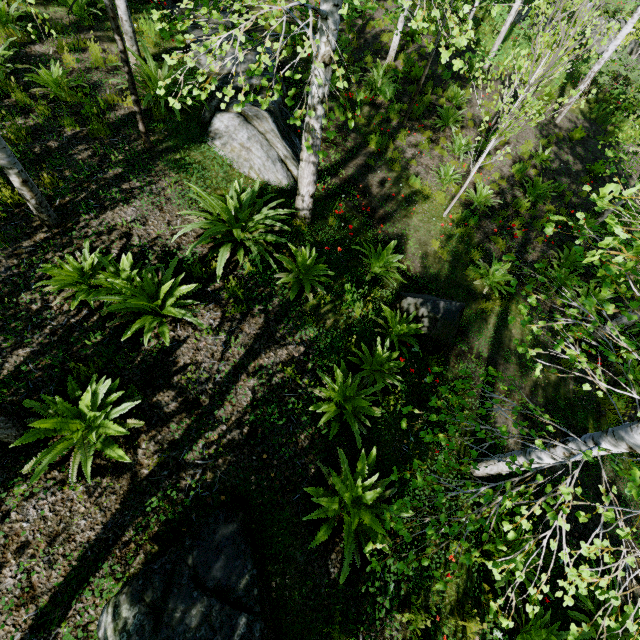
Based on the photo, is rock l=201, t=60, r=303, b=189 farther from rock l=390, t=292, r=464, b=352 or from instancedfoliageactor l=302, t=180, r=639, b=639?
rock l=390, t=292, r=464, b=352

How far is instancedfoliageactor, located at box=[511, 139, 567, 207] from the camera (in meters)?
9.09

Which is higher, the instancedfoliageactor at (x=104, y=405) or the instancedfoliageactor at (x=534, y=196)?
the instancedfoliageactor at (x=104, y=405)

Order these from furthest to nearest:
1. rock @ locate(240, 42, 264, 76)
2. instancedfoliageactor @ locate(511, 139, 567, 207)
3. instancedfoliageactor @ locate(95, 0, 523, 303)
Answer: instancedfoliageactor @ locate(511, 139, 567, 207)
rock @ locate(240, 42, 264, 76)
instancedfoliageactor @ locate(95, 0, 523, 303)

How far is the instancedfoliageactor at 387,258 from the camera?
6.0m

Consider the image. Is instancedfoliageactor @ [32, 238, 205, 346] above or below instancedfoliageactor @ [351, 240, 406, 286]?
above

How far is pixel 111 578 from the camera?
2.9 meters
